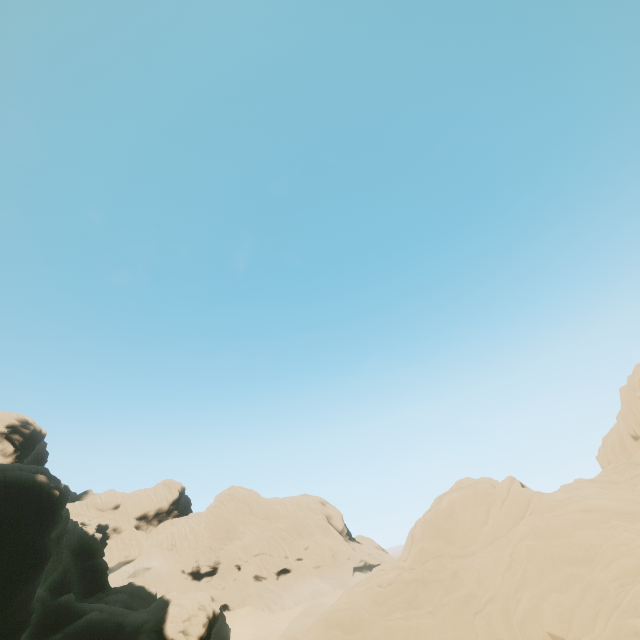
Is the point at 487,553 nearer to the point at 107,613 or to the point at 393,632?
the point at 393,632
